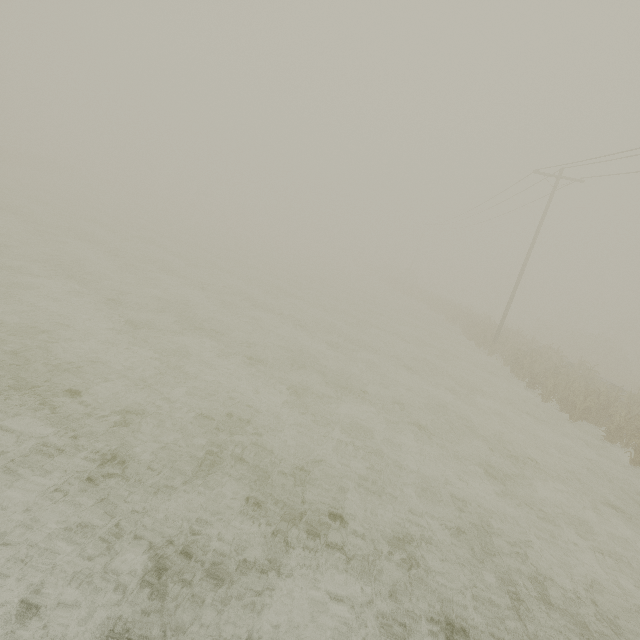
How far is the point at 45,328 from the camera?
8.3 meters
